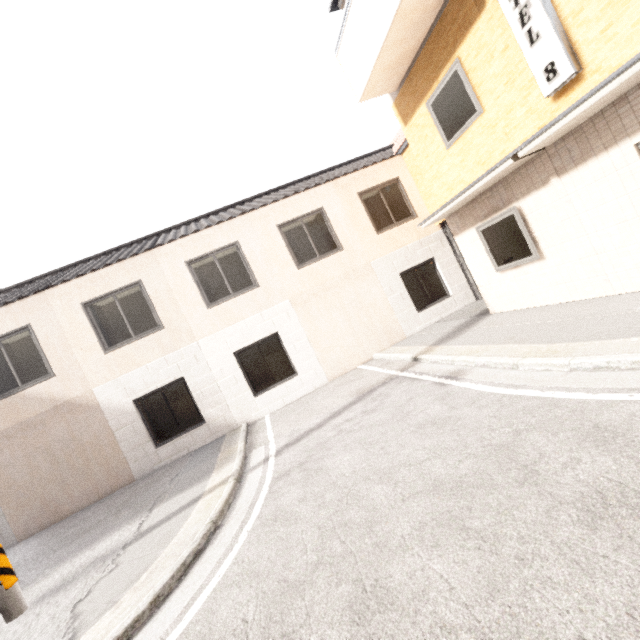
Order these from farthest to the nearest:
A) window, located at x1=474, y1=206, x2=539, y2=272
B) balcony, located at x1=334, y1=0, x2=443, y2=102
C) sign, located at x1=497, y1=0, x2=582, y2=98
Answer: window, located at x1=474, y1=206, x2=539, y2=272 → balcony, located at x1=334, y1=0, x2=443, y2=102 → sign, located at x1=497, y1=0, x2=582, y2=98

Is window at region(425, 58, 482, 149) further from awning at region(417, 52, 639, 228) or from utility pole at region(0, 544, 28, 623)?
utility pole at region(0, 544, 28, 623)

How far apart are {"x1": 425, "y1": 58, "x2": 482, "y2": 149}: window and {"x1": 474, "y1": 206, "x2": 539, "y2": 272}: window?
1.82m

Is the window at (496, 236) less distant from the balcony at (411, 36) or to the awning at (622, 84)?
the awning at (622, 84)

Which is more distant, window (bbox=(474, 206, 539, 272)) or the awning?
window (bbox=(474, 206, 539, 272))

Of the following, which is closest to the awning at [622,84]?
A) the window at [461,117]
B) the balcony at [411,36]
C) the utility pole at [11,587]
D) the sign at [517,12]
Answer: the sign at [517,12]

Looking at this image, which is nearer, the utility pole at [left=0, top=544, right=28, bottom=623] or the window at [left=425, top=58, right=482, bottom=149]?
the utility pole at [left=0, top=544, right=28, bottom=623]

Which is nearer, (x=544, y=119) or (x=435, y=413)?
(x=435, y=413)
